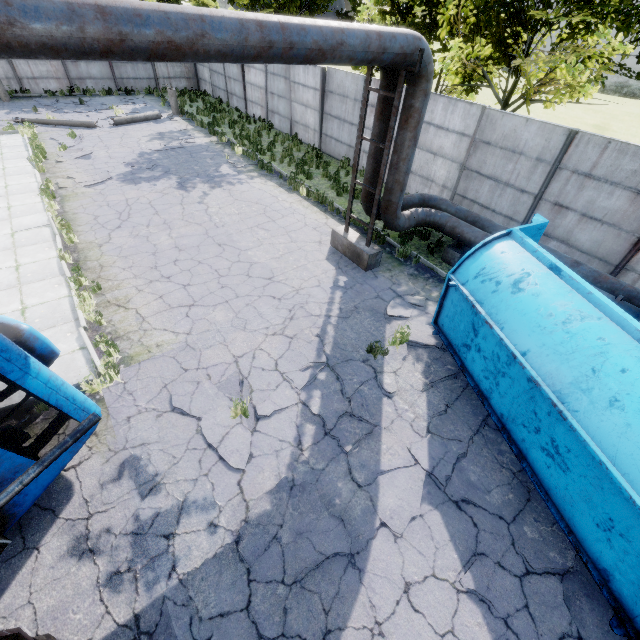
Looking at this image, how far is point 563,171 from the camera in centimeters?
936cm

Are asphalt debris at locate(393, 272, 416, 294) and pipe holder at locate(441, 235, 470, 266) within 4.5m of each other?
yes

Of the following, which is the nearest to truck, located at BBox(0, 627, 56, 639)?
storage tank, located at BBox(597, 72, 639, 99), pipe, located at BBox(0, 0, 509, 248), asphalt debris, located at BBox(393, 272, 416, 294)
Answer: pipe, located at BBox(0, 0, 509, 248)

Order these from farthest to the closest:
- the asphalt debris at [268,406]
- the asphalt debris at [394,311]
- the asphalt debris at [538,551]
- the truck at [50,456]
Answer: the asphalt debris at [394,311] < the asphalt debris at [268,406] < the asphalt debris at [538,551] < the truck at [50,456]

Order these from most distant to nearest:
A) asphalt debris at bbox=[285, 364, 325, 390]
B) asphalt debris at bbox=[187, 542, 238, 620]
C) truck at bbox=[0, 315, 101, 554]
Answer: asphalt debris at bbox=[285, 364, 325, 390] → asphalt debris at bbox=[187, 542, 238, 620] → truck at bbox=[0, 315, 101, 554]

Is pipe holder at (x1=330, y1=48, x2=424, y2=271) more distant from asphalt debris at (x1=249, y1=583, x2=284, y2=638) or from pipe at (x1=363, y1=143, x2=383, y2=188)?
asphalt debris at (x1=249, y1=583, x2=284, y2=638)

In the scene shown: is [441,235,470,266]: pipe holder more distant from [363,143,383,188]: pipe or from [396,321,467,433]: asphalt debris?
[396,321,467,433]: asphalt debris

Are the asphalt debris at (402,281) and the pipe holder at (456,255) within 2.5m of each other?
yes
